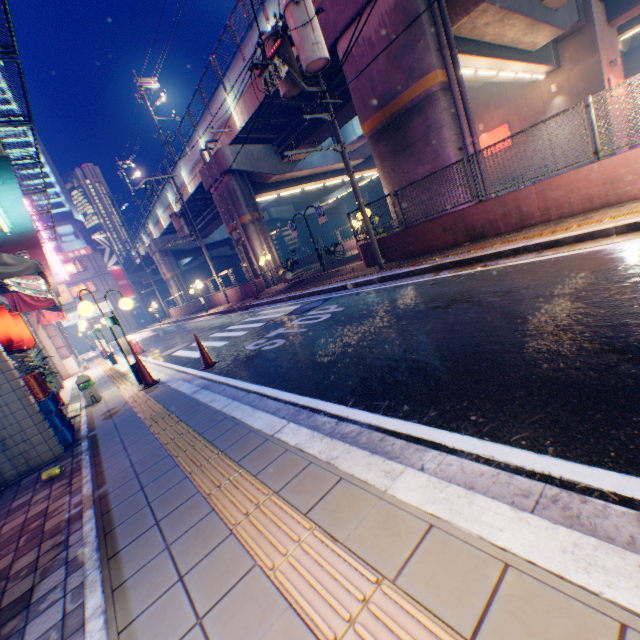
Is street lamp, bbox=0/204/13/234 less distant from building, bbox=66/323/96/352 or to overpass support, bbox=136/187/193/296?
overpass support, bbox=136/187/193/296

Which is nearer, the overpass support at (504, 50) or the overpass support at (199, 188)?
the overpass support at (504, 50)

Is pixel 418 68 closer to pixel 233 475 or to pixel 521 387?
pixel 521 387

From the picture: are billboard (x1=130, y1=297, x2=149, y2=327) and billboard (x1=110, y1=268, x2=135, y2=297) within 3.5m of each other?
yes

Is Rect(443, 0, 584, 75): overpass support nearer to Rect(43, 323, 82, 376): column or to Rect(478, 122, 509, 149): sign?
Rect(478, 122, 509, 149): sign

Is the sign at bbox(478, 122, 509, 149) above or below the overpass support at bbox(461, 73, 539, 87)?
below

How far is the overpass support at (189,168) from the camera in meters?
23.1 m

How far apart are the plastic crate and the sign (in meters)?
28.79
